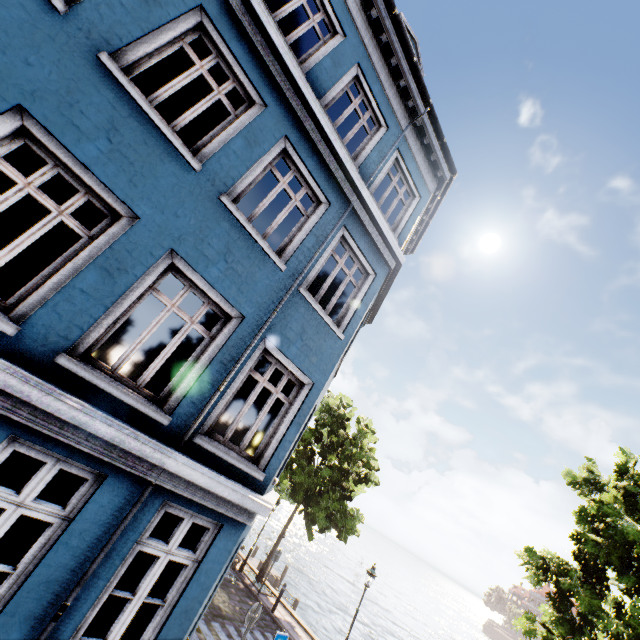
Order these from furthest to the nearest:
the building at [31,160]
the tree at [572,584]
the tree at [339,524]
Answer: the tree at [339,524] → the tree at [572,584] → the building at [31,160]

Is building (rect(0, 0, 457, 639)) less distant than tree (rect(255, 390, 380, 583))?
Yes

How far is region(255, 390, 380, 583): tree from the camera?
15.96m

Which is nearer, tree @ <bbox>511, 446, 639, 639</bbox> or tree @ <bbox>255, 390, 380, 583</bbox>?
tree @ <bbox>511, 446, 639, 639</bbox>

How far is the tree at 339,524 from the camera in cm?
1596

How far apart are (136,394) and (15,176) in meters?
2.8

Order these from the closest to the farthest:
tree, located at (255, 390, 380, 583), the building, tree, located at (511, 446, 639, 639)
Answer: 1. the building
2. tree, located at (511, 446, 639, 639)
3. tree, located at (255, 390, 380, 583)
